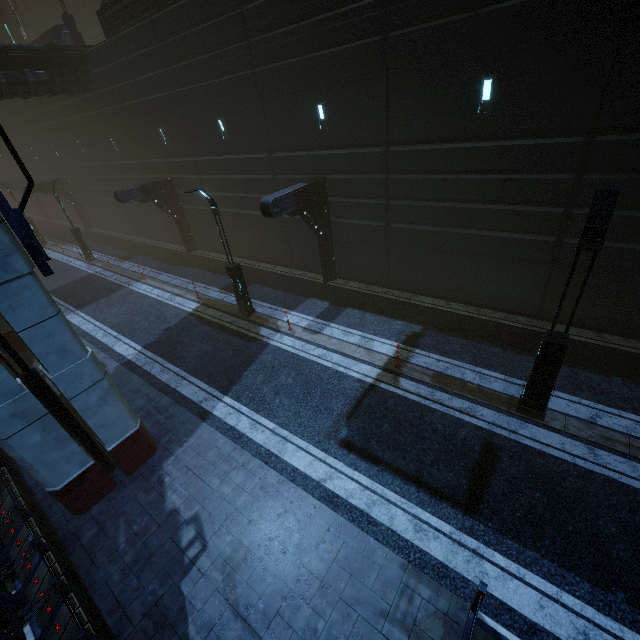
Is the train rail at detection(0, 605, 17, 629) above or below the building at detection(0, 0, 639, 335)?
below

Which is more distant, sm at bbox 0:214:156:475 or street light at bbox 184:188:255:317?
street light at bbox 184:188:255:317

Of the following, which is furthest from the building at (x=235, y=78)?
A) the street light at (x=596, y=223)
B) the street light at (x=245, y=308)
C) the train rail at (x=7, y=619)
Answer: the street light at (x=596, y=223)

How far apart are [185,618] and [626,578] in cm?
799

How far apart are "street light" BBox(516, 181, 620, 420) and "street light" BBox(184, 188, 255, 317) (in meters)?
10.56

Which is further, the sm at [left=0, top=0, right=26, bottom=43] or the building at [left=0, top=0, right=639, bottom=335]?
the sm at [left=0, top=0, right=26, bottom=43]

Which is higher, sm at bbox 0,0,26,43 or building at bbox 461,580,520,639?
sm at bbox 0,0,26,43

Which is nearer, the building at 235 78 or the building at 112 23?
the building at 235 78
